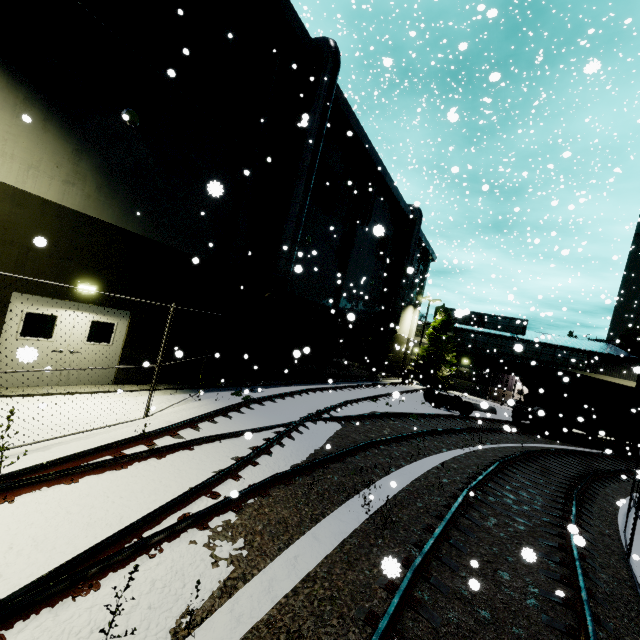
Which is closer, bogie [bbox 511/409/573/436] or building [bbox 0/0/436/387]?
building [bbox 0/0/436/387]

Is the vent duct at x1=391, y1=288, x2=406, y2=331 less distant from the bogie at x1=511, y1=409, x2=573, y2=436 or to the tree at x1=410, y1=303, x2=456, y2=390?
the tree at x1=410, y1=303, x2=456, y2=390

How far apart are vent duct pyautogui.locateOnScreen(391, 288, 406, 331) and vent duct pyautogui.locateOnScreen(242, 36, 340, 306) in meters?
13.4 m

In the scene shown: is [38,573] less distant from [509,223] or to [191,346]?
[191,346]

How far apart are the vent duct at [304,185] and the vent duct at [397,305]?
13.4 meters

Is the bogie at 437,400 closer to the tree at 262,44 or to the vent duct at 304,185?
the tree at 262,44

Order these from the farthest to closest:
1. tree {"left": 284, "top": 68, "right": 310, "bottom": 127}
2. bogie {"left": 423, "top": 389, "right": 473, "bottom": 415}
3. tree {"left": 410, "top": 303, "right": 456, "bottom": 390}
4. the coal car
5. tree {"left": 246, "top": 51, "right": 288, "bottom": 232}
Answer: tree {"left": 410, "top": 303, "right": 456, "bottom": 390} < bogie {"left": 423, "top": 389, "right": 473, "bottom": 415} < the coal car < tree {"left": 284, "top": 68, "right": 310, "bottom": 127} < tree {"left": 246, "top": 51, "right": 288, "bottom": 232}

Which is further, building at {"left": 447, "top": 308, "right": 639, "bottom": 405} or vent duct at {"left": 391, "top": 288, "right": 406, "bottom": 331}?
building at {"left": 447, "top": 308, "right": 639, "bottom": 405}
